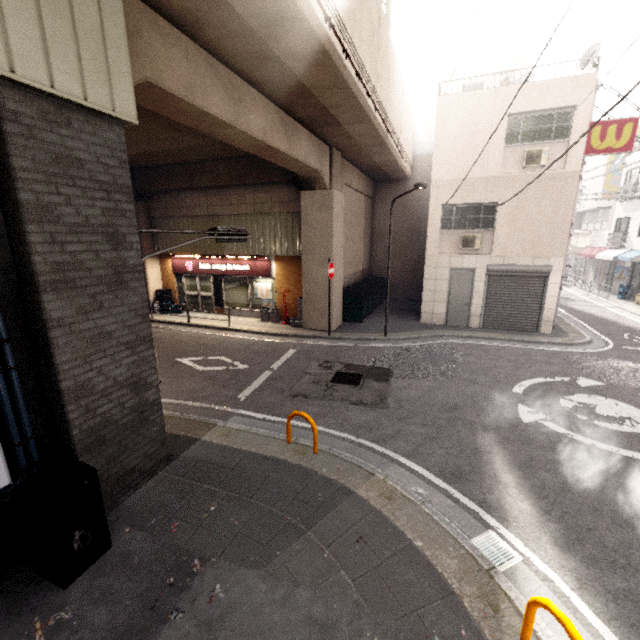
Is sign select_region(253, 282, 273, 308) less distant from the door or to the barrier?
the door

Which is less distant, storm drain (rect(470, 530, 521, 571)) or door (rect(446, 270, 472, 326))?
storm drain (rect(470, 530, 521, 571))

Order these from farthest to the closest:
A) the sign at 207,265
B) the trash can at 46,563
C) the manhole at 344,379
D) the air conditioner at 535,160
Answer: the sign at 207,265 → the air conditioner at 535,160 → the manhole at 344,379 → the trash can at 46,563

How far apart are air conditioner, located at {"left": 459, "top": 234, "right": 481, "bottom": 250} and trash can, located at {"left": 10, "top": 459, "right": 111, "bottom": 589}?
13.4 meters

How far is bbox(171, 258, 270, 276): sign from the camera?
14.8m

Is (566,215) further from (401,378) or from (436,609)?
(436,609)

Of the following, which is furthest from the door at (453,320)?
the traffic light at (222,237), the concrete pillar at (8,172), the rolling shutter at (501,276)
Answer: the traffic light at (222,237)

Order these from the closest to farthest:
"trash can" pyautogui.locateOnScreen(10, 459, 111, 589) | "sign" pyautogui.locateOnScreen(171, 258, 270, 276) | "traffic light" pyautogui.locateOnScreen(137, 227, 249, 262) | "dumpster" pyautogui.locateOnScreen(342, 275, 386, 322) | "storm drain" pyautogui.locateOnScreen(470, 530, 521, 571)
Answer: "trash can" pyautogui.locateOnScreen(10, 459, 111, 589) → "storm drain" pyautogui.locateOnScreen(470, 530, 521, 571) → "traffic light" pyautogui.locateOnScreen(137, 227, 249, 262) → "dumpster" pyautogui.locateOnScreen(342, 275, 386, 322) → "sign" pyautogui.locateOnScreen(171, 258, 270, 276)
